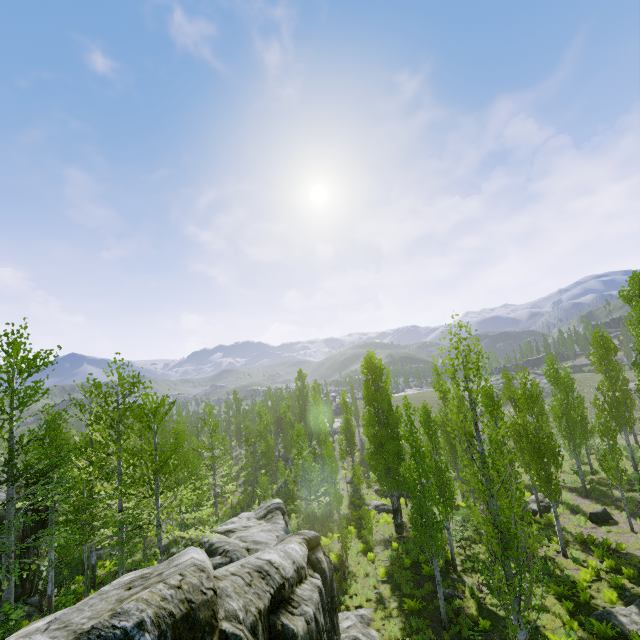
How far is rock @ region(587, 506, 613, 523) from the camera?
21.03m

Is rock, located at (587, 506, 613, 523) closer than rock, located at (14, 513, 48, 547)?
No

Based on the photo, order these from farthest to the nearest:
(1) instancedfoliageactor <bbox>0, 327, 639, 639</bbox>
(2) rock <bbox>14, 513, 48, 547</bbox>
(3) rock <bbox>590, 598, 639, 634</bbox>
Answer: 1. (2) rock <bbox>14, 513, 48, 547</bbox>
2. (3) rock <bbox>590, 598, 639, 634</bbox>
3. (1) instancedfoliageactor <bbox>0, 327, 639, 639</bbox>

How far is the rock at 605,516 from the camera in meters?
21.0 m

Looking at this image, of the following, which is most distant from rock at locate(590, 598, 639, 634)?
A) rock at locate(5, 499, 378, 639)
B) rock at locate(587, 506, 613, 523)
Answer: rock at locate(587, 506, 613, 523)

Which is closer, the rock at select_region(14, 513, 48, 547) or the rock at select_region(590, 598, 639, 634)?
the rock at select_region(590, 598, 639, 634)

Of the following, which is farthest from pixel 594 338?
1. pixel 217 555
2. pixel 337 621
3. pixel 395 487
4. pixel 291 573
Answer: pixel 217 555

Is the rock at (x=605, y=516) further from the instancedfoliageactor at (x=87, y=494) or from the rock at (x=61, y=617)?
the rock at (x=61, y=617)
